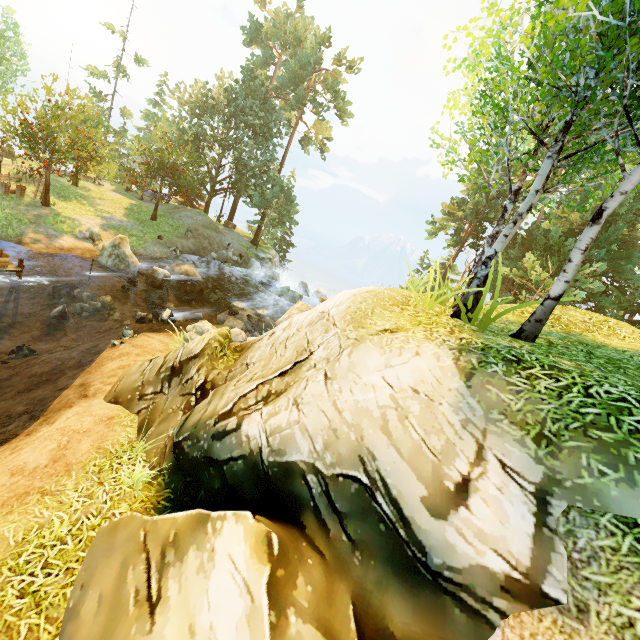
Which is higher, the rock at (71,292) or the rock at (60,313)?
the rock at (71,292)

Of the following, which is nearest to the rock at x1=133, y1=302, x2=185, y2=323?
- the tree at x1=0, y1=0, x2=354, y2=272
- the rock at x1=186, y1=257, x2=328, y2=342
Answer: the rock at x1=186, y1=257, x2=328, y2=342

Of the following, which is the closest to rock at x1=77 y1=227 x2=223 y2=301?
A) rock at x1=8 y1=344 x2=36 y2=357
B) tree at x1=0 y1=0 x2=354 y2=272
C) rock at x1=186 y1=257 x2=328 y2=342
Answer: rock at x1=186 y1=257 x2=328 y2=342

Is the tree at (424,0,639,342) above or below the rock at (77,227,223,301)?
above

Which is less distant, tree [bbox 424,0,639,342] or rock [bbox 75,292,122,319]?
tree [bbox 424,0,639,342]

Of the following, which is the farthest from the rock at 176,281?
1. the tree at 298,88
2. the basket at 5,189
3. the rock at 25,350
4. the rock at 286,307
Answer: the rock at 25,350

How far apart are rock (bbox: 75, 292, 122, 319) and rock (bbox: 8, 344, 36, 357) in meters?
2.9 m

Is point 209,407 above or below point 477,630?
below
